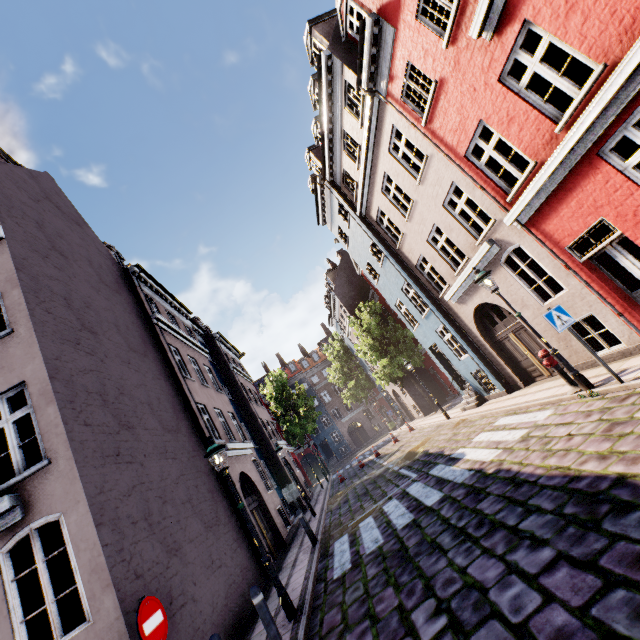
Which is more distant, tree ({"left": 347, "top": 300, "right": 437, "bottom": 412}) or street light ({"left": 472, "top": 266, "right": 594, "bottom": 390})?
tree ({"left": 347, "top": 300, "right": 437, "bottom": 412})

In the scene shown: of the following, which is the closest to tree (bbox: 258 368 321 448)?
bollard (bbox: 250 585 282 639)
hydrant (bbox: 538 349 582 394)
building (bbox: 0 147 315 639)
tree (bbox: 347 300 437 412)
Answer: building (bbox: 0 147 315 639)

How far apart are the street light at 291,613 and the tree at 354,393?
32.0m

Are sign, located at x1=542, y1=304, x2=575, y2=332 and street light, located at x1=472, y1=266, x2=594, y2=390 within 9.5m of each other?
yes

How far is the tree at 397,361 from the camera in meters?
24.0

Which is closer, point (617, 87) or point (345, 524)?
point (617, 87)

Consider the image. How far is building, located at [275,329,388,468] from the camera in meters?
46.5 m

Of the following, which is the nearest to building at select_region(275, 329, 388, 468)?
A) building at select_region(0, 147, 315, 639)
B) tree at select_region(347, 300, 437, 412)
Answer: tree at select_region(347, 300, 437, 412)
